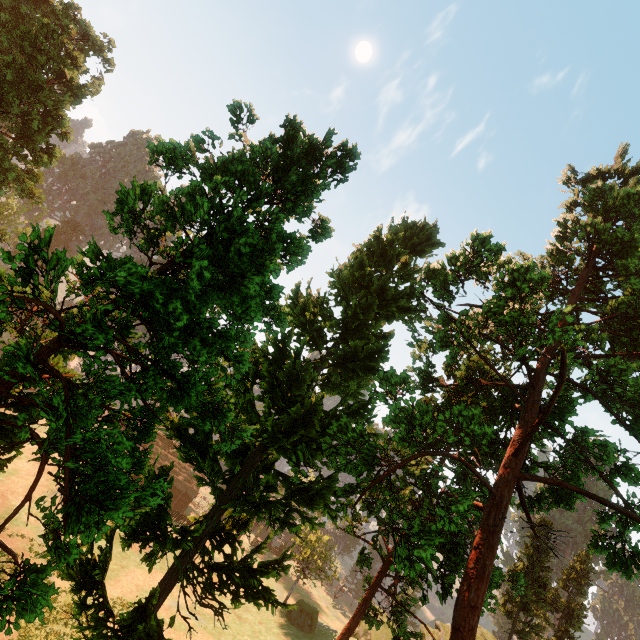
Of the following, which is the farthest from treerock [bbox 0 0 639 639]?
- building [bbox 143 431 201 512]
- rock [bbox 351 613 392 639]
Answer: rock [bbox 351 613 392 639]

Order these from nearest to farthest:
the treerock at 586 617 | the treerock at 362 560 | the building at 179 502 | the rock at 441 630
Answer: the treerock at 586 617
the treerock at 362 560
the rock at 441 630
the building at 179 502

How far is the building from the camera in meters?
55.8 m

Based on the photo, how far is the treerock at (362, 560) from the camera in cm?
1764

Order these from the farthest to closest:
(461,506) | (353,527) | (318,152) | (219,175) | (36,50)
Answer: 1. (36,50)
2. (353,527)
3. (461,506)
4. (318,152)
5. (219,175)

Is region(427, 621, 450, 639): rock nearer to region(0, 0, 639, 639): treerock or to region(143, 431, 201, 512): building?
region(0, 0, 639, 639): treerock

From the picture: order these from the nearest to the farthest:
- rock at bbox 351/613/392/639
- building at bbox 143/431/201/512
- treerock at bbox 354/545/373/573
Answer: treerock at bbox 354/545/373/573
rock at bbox 351/613/392/639
building at bbox 143/431/201/512
